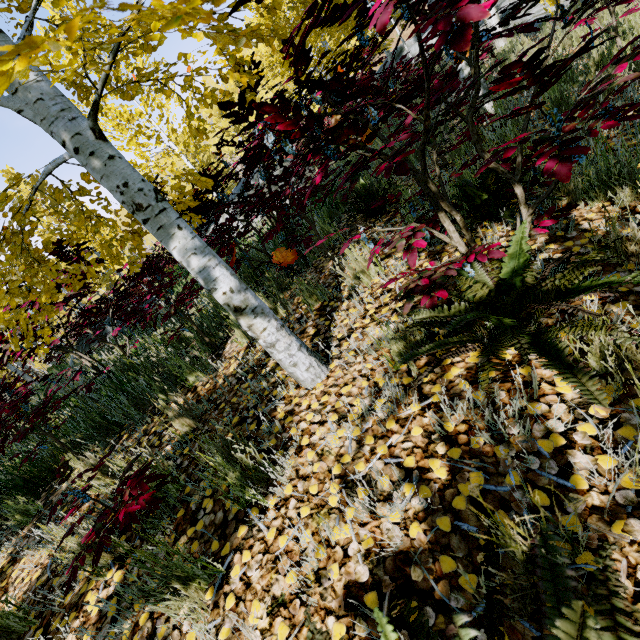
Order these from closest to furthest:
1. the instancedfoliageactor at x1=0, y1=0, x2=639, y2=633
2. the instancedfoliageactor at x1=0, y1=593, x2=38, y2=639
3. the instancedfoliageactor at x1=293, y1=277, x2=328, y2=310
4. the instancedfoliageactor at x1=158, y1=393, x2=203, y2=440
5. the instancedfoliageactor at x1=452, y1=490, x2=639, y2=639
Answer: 1. the instancedfoliageactor at x1=452, y1=490, x2=639, y2=639
2. the instancedfoliageactor at x1=0, y1=0, x2=639, y2=633
3. the instancedfoliageactor at x1=0, y1=593, x2=38, y2=639
4. the instancedfoliageactor at x1=158, y1=393, x2=203, y2=440
5. the instancedfoliageactor at x1=293, y1=277, x2=328, y2=310

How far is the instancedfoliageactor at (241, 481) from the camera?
1.6 meters

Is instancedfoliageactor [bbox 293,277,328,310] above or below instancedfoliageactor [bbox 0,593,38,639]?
below

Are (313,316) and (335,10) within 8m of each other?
yes

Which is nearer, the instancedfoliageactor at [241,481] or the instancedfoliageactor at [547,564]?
the instancedfoliageactor at [547,564]

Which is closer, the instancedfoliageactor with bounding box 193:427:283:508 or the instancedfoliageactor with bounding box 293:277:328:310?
the instancedfoliageactor with bounding box 193:427:283:508
